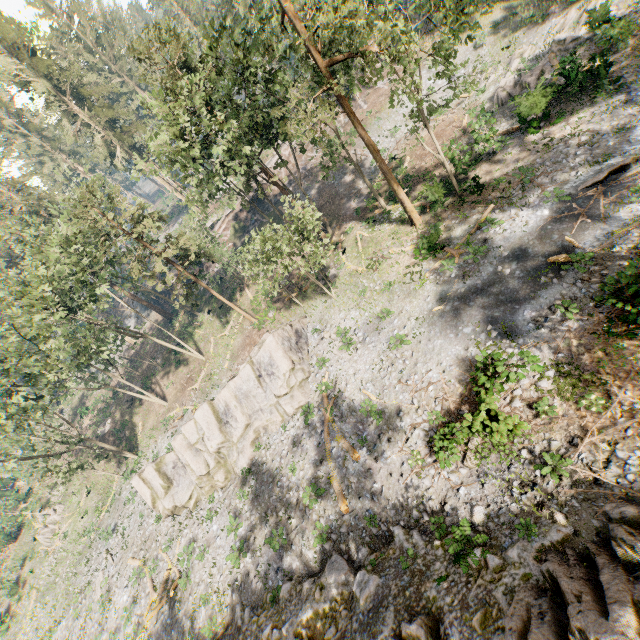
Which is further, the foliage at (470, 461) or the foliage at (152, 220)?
the foliage at (152, 220)

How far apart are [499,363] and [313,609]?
13.6 meters

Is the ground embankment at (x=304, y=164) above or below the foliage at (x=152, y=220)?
below

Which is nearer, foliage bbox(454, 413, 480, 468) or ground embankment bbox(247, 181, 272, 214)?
foliage bbox(454, 413, 480, 468)

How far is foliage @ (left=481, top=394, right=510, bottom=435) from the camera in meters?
12.5 m

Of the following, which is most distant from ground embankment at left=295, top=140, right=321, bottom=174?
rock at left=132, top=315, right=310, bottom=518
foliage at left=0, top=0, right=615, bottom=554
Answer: rock at left=132, top=315, right=310, bottom=518

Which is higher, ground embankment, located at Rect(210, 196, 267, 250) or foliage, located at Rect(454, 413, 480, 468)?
ground embankment, located at Rect(210, 196, 267, 250)
